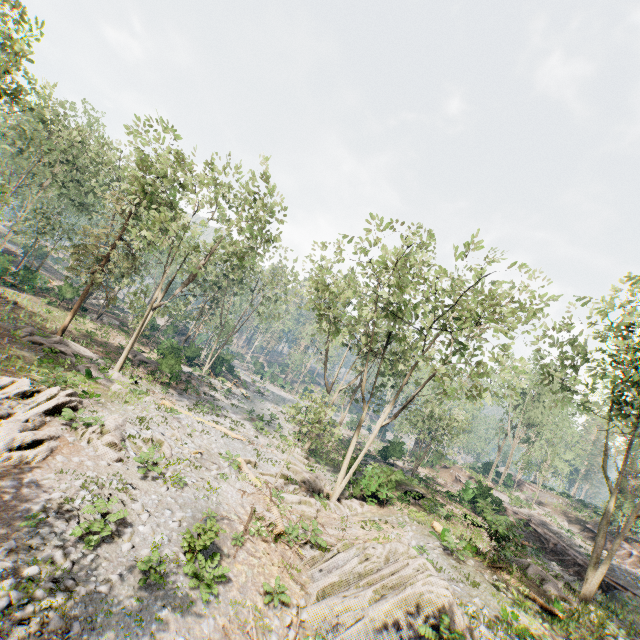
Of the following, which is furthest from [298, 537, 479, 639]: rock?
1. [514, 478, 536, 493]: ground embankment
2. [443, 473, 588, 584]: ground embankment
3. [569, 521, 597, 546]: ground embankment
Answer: [514, 478, 536, 493]: ground embankment

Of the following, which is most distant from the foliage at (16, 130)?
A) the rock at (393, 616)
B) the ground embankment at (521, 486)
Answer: the ground embankment at (521, 486)

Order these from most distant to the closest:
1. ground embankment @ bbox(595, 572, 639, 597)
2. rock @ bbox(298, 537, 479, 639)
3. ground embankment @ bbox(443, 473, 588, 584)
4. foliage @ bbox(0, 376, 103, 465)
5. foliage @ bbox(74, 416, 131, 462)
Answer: ground embankment @ bbox(443, 473, 588, 584) → ground embankment @ bbox(595, 572, 639, 597) → foliage @ bbox(74, 416, 131, 462) → foliage @ bbox(0, 376, 103, 465) → rock @ bbox(298, 537, 479, 639)

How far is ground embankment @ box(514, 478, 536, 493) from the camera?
49.8 meters

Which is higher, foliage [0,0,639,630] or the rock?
foliage [0,0,639,630]

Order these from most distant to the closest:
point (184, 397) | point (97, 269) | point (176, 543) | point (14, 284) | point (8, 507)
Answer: point (14, 284)
point (184, 397)
point (97, 269)
point (176, 543)
point (8, 507)

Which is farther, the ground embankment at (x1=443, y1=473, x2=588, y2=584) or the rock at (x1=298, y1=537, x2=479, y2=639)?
the ground embankment at (x1=443, y1=473, x2=588, y2=584)

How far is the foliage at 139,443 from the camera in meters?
14.5 m
